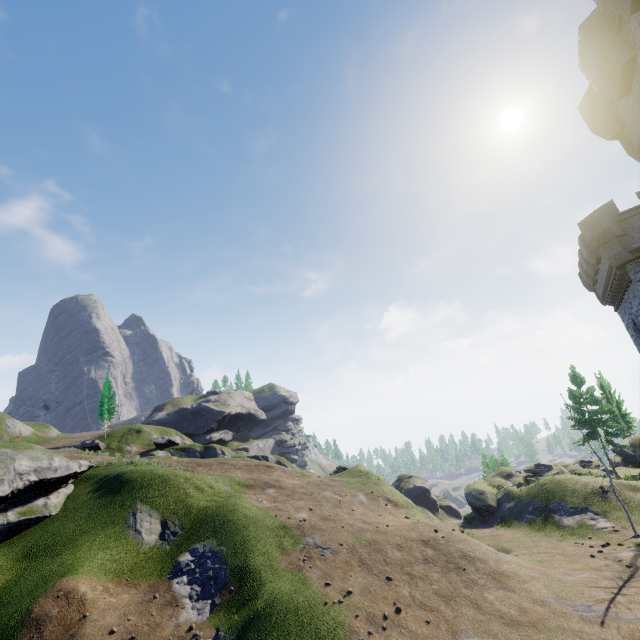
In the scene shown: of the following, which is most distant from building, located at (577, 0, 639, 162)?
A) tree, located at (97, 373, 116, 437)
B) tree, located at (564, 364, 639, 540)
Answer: tree, located at (97, 373, 116, 437)

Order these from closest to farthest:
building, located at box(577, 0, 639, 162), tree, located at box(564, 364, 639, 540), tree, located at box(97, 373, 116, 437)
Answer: building, located at box(577, 0, 639, 162)
tree, located at box(564, 364, 639, 540)
tree, located at box(97, 373, 116, 437)

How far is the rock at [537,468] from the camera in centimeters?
3666cm

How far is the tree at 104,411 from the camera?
52.0 meters

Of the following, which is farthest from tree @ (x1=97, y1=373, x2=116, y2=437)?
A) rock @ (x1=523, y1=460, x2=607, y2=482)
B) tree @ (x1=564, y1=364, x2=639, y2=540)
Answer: tree @ (x1=564, y1=364, x2=639, y2=540)

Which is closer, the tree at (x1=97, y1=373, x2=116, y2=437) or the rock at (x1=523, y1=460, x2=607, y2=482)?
the rock at (x1=523, y1=460, x2=607, y2=482)

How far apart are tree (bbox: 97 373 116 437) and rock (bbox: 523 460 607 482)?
60.2m

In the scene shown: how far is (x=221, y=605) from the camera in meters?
16.1
